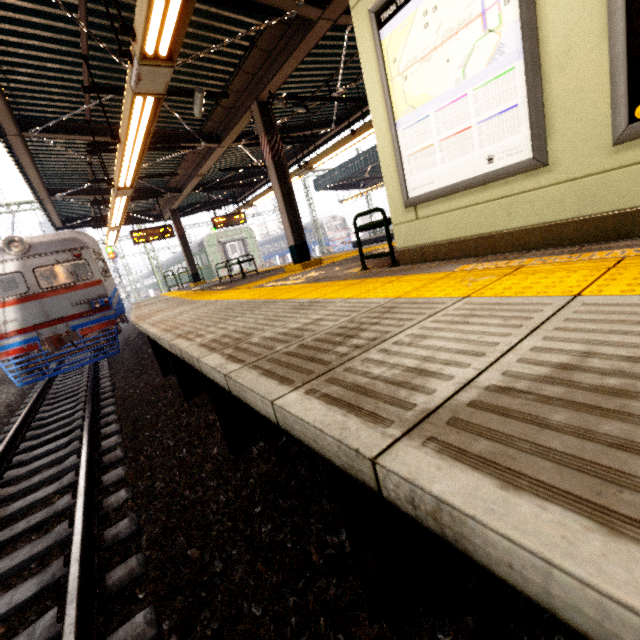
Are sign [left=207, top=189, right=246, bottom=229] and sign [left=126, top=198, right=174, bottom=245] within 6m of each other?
yes

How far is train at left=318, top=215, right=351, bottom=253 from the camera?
36.1m

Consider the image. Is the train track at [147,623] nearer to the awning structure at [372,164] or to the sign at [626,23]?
the sign at [626,23]

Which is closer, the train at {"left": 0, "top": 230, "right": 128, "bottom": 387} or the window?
the window

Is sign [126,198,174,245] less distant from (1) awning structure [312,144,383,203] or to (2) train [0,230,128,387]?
(2) train [0,230,128,387]

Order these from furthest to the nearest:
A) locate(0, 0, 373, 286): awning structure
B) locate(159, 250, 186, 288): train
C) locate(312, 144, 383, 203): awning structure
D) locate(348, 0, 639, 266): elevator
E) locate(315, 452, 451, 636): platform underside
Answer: locate(159, 250, 186, 288): train < locate(312, 144, 383, 203): awning structure < locate(0, 0, 373, 286): awning structure < locate(348, 0, 639, 266): elevator < locate(315, 452, 451, 636): platform underside

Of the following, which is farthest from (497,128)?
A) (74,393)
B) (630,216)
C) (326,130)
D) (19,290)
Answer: (19,290)

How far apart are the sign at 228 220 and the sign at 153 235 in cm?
168
